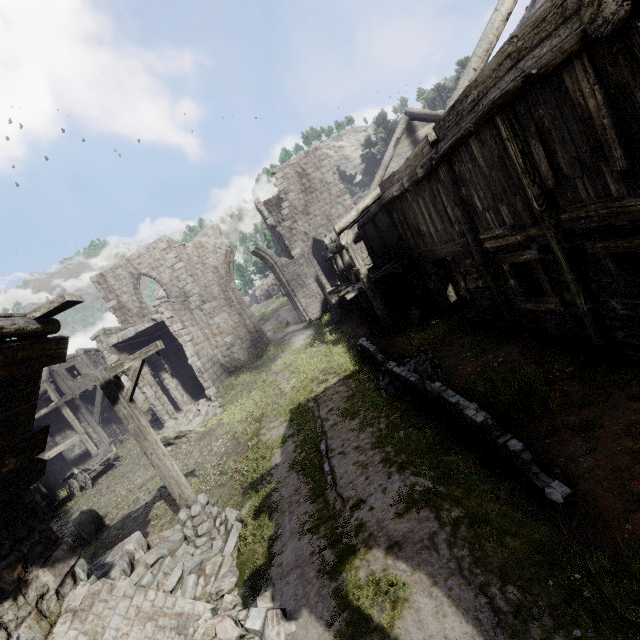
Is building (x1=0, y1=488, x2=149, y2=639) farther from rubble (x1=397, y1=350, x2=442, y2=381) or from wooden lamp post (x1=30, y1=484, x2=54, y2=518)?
rubble (x1=397, y1=350, x2=442, y2=381)

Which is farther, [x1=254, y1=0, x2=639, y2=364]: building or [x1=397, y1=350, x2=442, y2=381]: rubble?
[x1=397, y1=350, x2=442, y2=381]: rubble

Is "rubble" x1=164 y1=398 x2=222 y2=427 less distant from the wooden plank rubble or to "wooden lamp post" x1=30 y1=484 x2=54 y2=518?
"wooden lamp post" x1=30 y1=484 x2=54 y2=518

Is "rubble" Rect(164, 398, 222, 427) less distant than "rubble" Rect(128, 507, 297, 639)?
No

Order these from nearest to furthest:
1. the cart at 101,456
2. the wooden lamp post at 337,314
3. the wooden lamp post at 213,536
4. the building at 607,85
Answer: the building at 607,85 < the wooden lamp post at 213,536 < the cart at 101,456 < the wooden lamp post at 337,314

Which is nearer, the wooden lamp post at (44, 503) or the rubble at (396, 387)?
the rubble at (396, 387)

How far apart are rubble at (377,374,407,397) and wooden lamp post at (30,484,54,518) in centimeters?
2080cm

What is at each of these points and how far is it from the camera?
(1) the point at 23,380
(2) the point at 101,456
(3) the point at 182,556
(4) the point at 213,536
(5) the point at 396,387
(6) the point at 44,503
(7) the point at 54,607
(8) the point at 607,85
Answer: (1) wooden plank rubble, 4.71m
(2) cart, 19.80m
(3) rubble, 6.80m
(4) wooden lamp post, 6.91m
(5) rubble, 9.30m
(6) wooden lamp post, 18.45m
(7) building, 4.82m
(8) building, 4.20m
